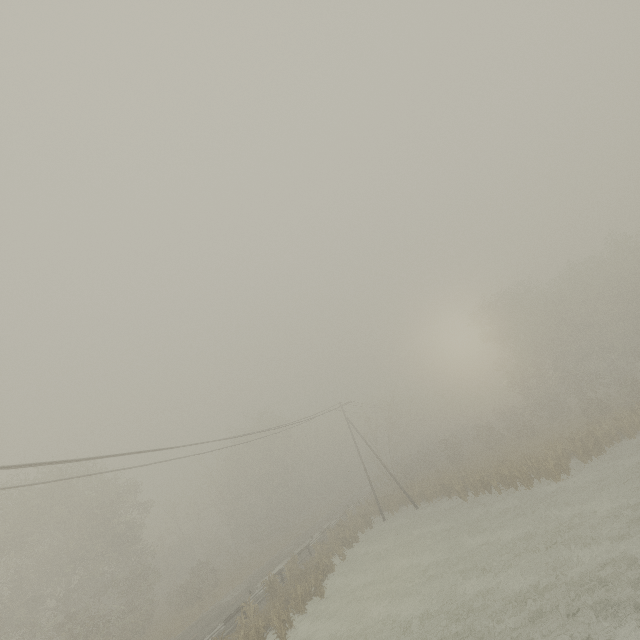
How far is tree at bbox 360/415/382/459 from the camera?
40.6 meters

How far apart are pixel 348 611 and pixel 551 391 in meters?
34.8 m

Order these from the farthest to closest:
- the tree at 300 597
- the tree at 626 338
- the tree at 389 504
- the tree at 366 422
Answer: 1. the tree at 366 422
2. the tree at 389 504
3. the tree at 626 338
4. the tree at 300 597

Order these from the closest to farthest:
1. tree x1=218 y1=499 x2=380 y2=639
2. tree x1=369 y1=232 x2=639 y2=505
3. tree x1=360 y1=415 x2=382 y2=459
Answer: tree x1=218 y1=499 x2=380 y2=639 → tree x1=369 y1=232 x2=639 y2=505 → tree x1=360 y1=415 x2=382 y2=459

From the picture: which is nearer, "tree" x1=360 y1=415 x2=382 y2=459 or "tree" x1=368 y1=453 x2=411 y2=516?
"tree" x1=368 y1=453 x2=411 y2=516

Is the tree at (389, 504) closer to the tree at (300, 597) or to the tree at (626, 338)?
the tree at (300, 597)

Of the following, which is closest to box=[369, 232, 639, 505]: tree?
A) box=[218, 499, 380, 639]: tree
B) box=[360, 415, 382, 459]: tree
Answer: box=[360, 415, 382, 459]: tree
